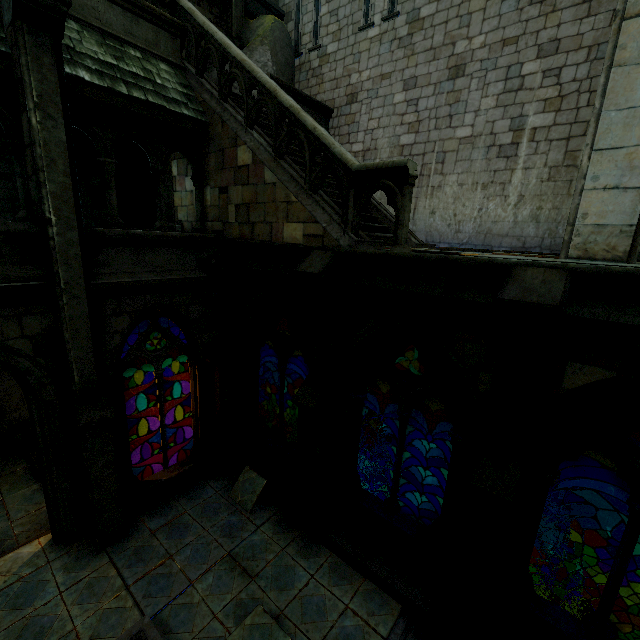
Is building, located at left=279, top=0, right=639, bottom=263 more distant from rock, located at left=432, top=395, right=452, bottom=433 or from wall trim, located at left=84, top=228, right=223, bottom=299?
wall trim, located at left=84, top=228, right=223, bottom=299

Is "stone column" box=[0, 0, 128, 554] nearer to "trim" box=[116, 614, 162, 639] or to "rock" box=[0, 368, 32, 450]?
Answer: "trim" box=[116, 614, 162, 639]

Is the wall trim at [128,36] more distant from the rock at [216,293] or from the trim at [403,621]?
the trim at [403,621]

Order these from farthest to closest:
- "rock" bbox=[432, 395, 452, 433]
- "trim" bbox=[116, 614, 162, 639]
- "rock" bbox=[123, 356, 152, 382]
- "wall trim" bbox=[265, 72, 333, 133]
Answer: "rock" bbox=[432, 395, 452, 433] < "rock" bbox=[123, 356, 152, 382] < "wall trim" bbox=[265, 72, 333, 133] < "trim" bbox=[116, 614, 162, 639]

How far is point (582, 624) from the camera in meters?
4.6 m

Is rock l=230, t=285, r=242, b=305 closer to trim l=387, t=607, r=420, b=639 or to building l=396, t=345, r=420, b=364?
building l=396, t=345, r=420, b=364

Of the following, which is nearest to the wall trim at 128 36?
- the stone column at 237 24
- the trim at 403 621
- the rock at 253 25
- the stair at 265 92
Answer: the stair at 265 92

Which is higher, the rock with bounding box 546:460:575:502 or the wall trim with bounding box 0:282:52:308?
the wall trim with bounding box 0:282:52:308
